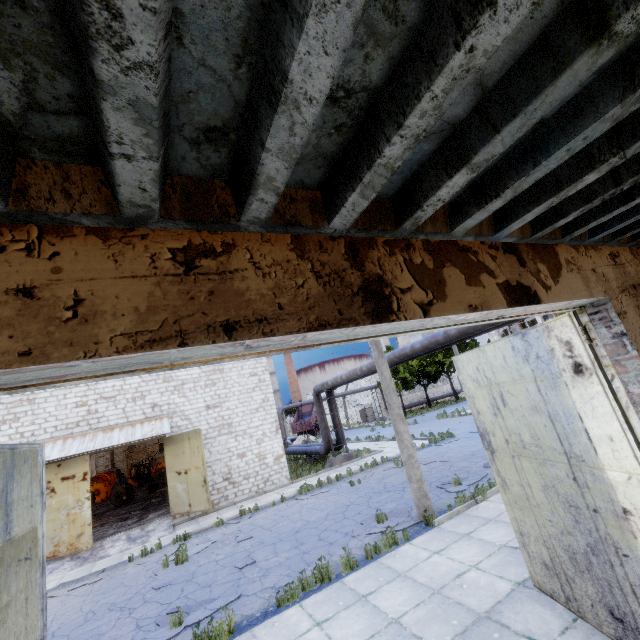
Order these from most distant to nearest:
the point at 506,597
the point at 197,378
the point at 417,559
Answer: the point at 197,378, the point at 417,559, the point at 506,597

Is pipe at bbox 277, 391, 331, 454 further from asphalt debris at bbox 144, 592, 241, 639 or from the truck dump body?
the truck dump body

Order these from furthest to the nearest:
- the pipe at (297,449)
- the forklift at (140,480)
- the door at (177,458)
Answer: the forklift at (140,480), the pipe at (297,449), the door at (177,458)

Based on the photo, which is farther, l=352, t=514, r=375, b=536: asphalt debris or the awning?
the awning

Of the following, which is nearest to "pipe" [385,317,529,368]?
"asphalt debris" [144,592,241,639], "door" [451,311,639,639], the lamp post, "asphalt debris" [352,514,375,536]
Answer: the lamp post

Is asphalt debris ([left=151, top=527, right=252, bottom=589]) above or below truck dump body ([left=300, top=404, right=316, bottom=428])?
below

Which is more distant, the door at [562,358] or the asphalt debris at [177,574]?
the asphalt debris at [177,574]

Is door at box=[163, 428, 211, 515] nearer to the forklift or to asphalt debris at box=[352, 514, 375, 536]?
asphalt debris at box=[352, 514, 375, 536]
